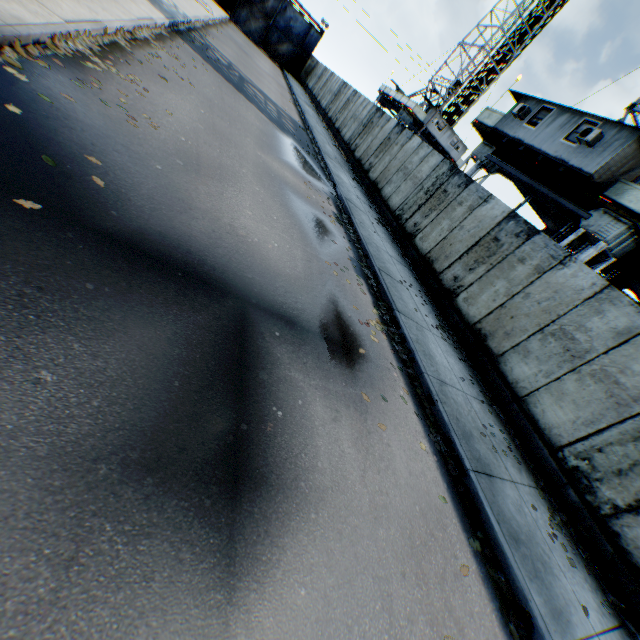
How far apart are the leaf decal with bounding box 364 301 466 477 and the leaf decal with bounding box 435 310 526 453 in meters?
1.9 m

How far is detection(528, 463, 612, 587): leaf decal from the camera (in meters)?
5.36

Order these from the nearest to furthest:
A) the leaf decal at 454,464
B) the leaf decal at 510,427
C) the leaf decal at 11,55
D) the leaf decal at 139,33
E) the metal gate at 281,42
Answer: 1. the leaf decal at 11,55
2. the leaf decal at 454,464
3. the leaf decal at 510,427
4. the leaf decal at 139,33
5. the metal gate at 281,42

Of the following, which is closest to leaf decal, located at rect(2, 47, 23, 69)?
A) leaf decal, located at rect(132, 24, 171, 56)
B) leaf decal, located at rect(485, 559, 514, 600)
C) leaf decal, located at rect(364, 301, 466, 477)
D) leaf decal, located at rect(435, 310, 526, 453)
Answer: leaf decal, located at rect(132, 24, 171, 56)

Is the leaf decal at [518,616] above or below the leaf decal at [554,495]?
below

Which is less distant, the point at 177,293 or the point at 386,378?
the point at 177,293

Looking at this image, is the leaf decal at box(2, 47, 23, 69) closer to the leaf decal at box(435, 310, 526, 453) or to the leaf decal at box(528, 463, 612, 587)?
the leaf decal at box(435, 310, 526, 453)

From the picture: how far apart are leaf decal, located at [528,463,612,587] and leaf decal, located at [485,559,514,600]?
1.8 meters
